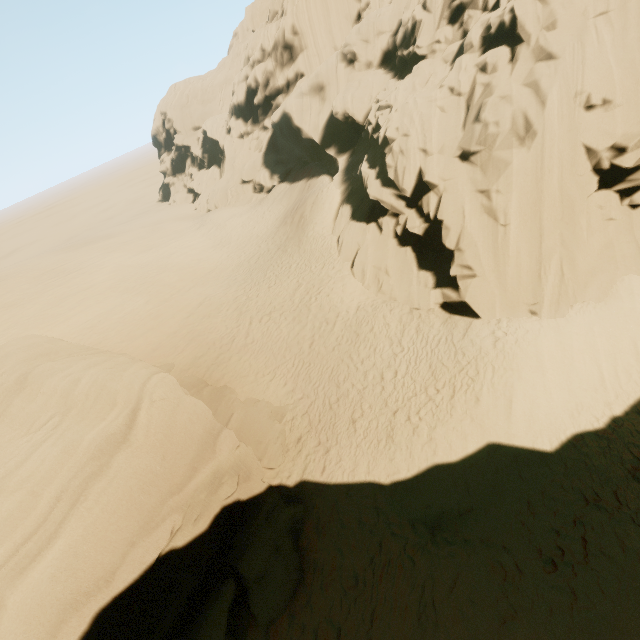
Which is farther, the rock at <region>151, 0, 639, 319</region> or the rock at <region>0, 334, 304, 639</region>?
the rock at <region>151, 0, 639, 319</region>

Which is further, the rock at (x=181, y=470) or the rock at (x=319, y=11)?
the rock at (x=319, y=11)

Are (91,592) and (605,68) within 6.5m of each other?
no
